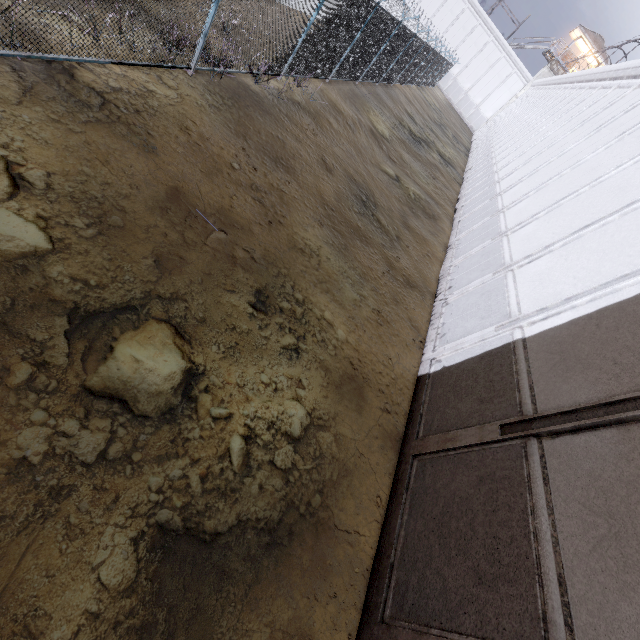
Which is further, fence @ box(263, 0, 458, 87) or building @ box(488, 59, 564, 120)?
building @ box(488, 59, 564, 120)

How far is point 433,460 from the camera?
4.9m

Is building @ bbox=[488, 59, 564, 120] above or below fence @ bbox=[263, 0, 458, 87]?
above

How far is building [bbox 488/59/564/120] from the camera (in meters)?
39.97

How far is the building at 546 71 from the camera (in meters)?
39.97

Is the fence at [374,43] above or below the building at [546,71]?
below
